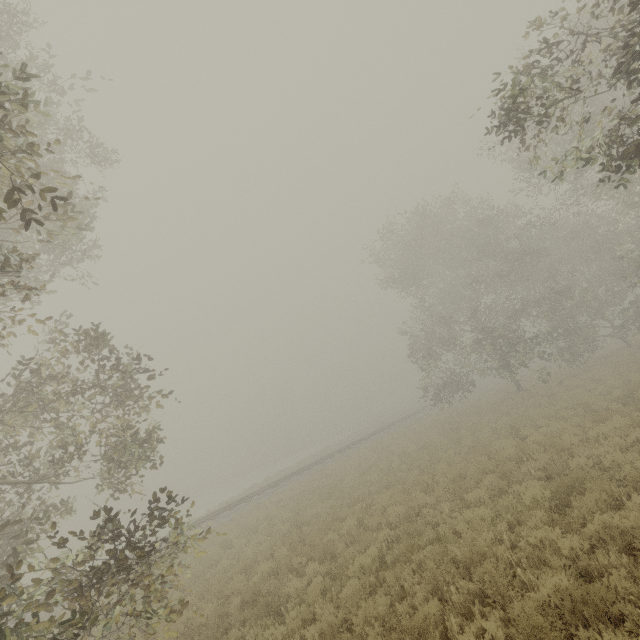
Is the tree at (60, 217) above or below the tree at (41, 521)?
above

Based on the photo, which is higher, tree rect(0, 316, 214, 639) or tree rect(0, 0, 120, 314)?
tree rect(0, 0, 120, 314)

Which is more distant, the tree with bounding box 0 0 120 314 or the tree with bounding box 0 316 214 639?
the tree with bounding box 0 316 214 639

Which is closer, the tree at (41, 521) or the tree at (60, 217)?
the tree at (60, 217)

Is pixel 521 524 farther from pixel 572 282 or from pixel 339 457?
pixel 572 282
